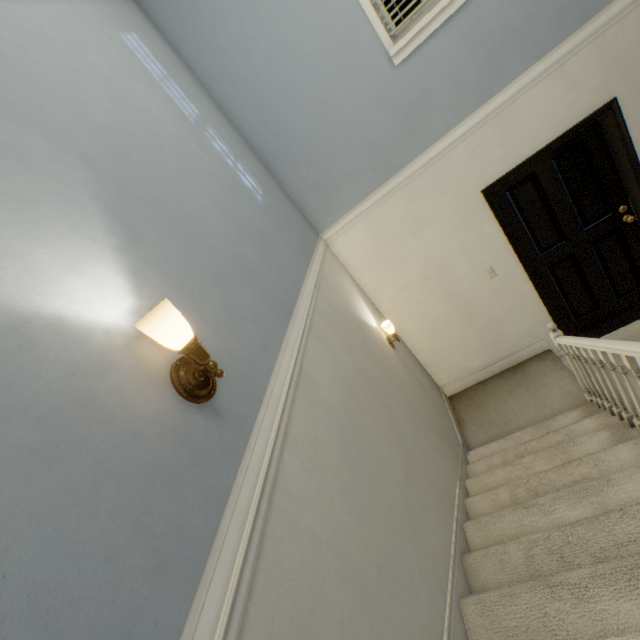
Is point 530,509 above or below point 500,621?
below

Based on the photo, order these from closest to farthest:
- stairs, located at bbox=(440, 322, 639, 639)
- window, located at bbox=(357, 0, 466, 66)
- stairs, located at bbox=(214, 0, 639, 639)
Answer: stairs, located at bbox=(214, 0, 639, 639), stairs, located at bbox=(440, 322, 639, 639), window, located at bbox=(357, 0, 466, 66)

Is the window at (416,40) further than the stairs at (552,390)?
Yes

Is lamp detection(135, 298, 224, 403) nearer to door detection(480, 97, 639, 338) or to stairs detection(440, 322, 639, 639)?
stairs detection(440, 322, 639, 639)

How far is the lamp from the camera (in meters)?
0.79

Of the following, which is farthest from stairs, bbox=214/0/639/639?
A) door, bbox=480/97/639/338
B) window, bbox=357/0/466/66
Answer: window, bbox=357/0/466/66

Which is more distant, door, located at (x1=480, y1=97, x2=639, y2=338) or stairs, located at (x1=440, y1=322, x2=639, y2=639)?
door, located at (x1=480, y1=97, x2=639, y2=338)

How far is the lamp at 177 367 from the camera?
0.79m
